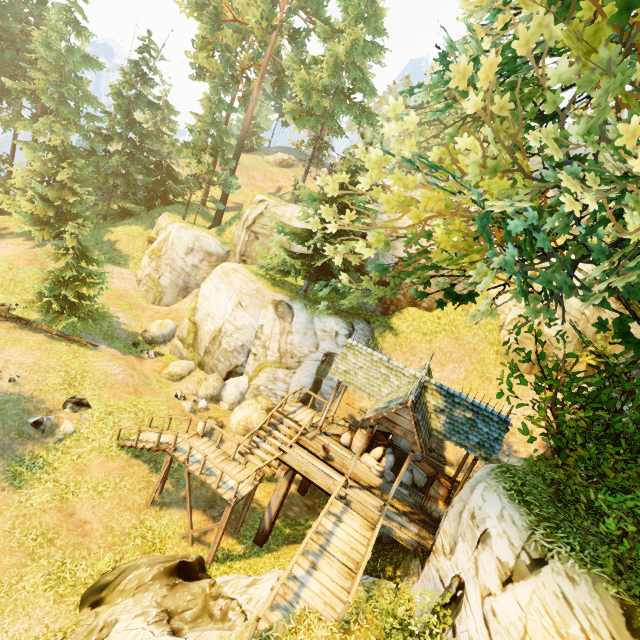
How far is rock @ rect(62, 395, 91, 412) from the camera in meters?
13.9 m

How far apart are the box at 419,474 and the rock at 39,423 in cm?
1454

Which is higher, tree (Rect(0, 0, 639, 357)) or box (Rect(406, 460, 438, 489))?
tree (Rect(0, 0, 639, 357))

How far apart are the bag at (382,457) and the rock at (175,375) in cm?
1184

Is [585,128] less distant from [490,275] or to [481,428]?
[490,275]

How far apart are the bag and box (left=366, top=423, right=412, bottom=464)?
0.81m

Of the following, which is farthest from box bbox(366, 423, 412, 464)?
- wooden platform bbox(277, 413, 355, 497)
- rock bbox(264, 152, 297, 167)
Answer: rock bbox(264, 152, 297, 167)

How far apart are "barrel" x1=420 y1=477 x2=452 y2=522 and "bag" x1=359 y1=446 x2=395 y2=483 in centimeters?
124cm
